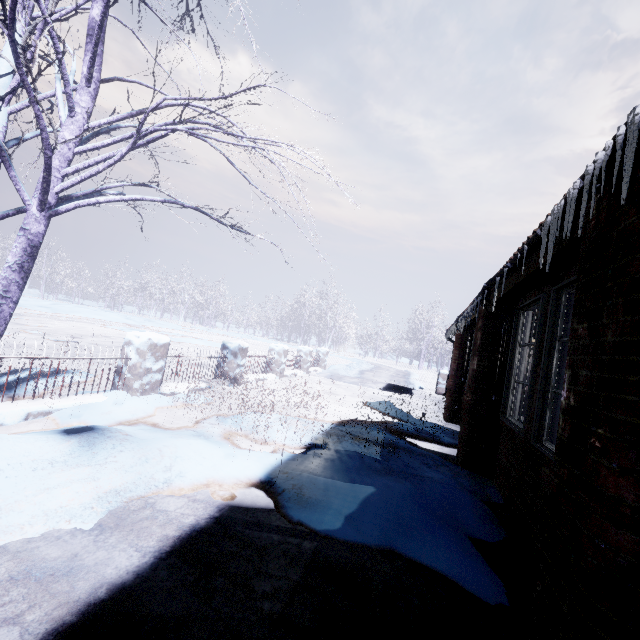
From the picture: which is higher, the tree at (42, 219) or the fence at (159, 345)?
the tree at (42, 219)

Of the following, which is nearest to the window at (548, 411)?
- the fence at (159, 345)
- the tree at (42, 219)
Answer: the tree at (42, 219)

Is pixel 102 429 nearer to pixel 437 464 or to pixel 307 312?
pixel 437 464

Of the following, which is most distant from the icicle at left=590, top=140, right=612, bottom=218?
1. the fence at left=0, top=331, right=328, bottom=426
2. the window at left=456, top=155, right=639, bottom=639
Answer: the fence at left=0, top=331, right=328, bottom=426

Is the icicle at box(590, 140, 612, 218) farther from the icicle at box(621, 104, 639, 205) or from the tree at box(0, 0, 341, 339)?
the tree at box(0, 0, 341, 339)

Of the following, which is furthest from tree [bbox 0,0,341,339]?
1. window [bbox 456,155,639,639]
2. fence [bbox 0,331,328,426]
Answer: window [bbox 456,155,639,639]

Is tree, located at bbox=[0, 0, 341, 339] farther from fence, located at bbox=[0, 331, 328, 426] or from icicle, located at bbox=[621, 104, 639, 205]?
icicle, located at bbox=[621, 104, 639, 205]

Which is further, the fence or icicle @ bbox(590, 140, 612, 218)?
the fence
